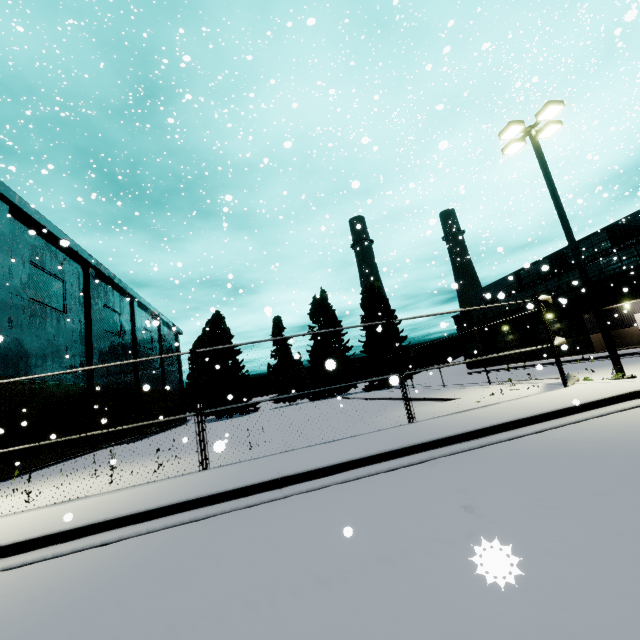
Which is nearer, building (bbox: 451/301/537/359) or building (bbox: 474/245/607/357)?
building (bbox: 474/245/607/357)

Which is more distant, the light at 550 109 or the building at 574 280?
the building at 574 280

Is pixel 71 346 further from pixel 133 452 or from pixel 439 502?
pixel 439 502

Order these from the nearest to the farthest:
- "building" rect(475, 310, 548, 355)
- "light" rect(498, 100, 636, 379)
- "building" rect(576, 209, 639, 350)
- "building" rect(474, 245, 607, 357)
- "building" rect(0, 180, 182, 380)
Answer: "light" rect(498, 100, 636, 379) < "building" rect(0, 180, 182, 380) < "building" rect(576, 209, 639, 350) < "building" rect(474, 245, 607, 357) < "building" rect(475, 310, 548, 355)

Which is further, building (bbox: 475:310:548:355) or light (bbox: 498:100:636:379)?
building (bbox: 475:310:548:355)

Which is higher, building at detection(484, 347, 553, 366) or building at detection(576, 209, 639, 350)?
building at detection(576, 209, 639, 350)

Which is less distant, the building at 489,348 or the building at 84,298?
the building at 84,298

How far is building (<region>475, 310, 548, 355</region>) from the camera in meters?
32.6 m
